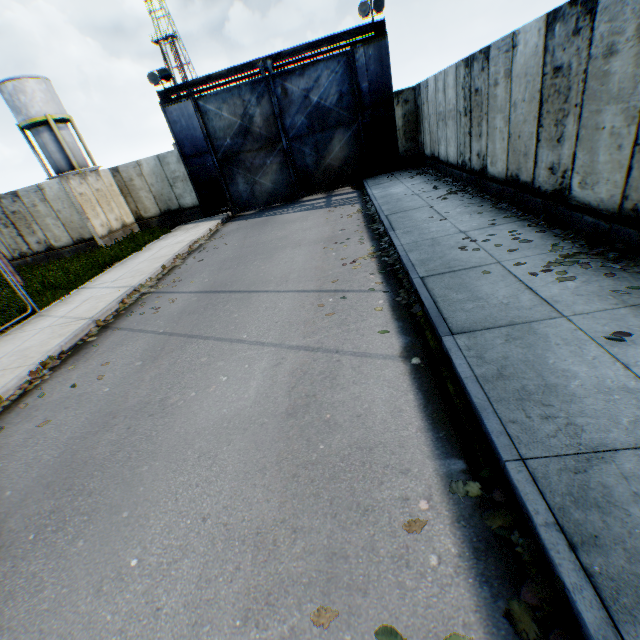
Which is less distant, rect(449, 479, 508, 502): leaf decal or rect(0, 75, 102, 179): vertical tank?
rect(449, 479, 508, 502): leaf decal

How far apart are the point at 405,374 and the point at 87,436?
4.4m

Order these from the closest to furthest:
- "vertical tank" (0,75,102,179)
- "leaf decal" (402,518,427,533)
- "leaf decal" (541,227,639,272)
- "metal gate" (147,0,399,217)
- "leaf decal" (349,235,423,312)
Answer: "leaf decal" (402,518,427,533)
"leaf decal" (541,227,639,272)
"leaf decal" (349,235,423,312)
"metal gate" (147,0,399,217)
"vertical tank" (0,75,102,179)

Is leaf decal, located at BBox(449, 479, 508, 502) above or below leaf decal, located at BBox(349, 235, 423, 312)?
below

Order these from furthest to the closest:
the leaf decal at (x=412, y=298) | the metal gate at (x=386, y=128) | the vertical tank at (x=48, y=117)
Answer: the vertical tank at (x=48, y=117) → the metal gate at (x=386, y=128) → the leaf decal at (x=412, y=298)

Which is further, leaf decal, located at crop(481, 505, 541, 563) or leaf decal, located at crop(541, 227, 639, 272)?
leaf decal, located at crop(541, 227, 639, 272)

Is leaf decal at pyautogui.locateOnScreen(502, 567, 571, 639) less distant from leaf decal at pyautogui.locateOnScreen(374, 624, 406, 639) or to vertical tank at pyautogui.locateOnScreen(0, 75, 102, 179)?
leaf decal at pyautogui.locateOnScreen(374, 624, 406, 639)

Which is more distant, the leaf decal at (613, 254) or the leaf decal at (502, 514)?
the leaf decal at (613, 254)
